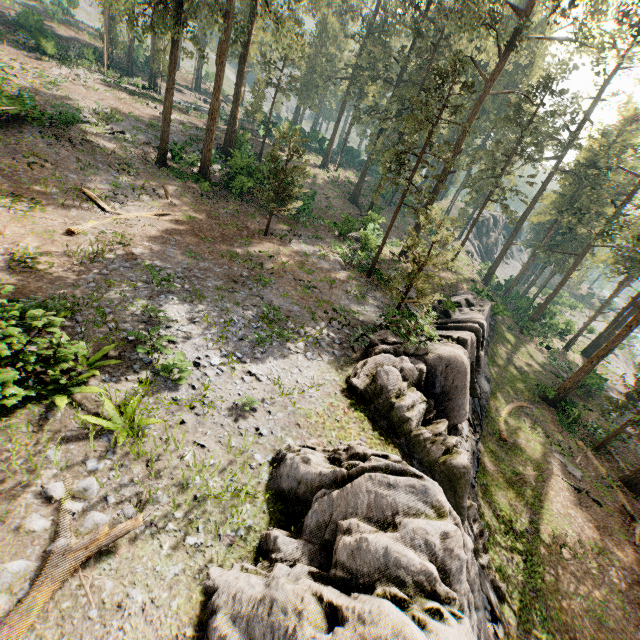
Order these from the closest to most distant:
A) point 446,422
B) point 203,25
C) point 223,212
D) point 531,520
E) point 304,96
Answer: point 446,422
point 531,520
point 203,25
point 223,212
point 304,96

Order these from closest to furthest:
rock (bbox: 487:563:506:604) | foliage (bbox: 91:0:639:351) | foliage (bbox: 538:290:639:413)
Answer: rock (bbox: 487:563:506:604), foliage (bbox: 91:0:639:351), foliage (bbox: 538:290:639:413)

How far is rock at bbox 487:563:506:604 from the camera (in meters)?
11.82

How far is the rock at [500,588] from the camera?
11.8 meters

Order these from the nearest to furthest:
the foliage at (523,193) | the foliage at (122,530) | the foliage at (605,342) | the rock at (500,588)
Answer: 1. the foliage at (122,530)
2. the rock at (500,588)
3. the foliage at (523,193)
4. the foliage at (605,342)

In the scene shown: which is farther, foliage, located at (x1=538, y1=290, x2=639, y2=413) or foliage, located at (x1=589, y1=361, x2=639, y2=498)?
foliage, located at (x1=538, y1=290, x2=639, y2=413)

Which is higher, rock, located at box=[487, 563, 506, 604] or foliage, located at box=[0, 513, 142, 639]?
foliage, located at box=[0, 513, 142, 639]

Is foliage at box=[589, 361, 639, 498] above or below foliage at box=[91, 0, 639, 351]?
below
